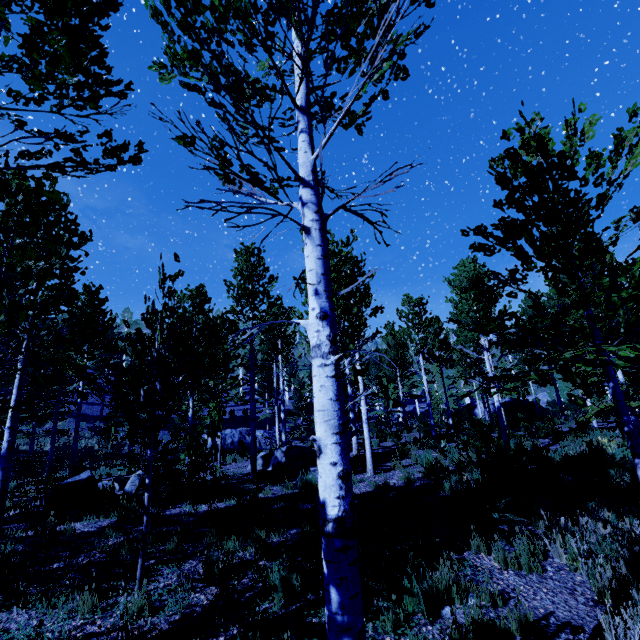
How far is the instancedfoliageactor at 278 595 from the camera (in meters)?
4.23

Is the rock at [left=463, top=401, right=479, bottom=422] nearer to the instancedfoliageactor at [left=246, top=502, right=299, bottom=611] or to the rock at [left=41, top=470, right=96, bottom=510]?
the instancedfoliageactor at [left=246, top=502, right=299, bottom=611]

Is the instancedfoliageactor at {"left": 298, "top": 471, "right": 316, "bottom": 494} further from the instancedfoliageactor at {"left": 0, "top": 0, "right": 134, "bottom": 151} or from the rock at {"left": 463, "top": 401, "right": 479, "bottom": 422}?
the rock at {"left": 463, "top": 401, "right": 479, "bottom": 422}

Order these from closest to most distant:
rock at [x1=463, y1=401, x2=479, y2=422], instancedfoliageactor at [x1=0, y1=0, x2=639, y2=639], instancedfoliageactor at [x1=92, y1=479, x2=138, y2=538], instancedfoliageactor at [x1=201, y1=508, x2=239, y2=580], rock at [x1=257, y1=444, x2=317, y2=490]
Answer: instancedfoliageactor at [x1=0, y1=0, x2=639, y2=639]
instancedfoliageactor at [x1=201, y1=508, x2=239, y2=580]
instancedfoliageactor at [x1=92, y1=479, x2=138, y2=538]
rock at [x1=257, y1=444, x2=317, y2=490]
rock at [x1=463, y1=401, x2=479, y2=422]

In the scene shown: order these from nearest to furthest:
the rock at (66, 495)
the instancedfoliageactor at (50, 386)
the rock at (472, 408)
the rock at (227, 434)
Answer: the instancedfoliageactor at (50, 386) → the rock at (66, 495) → the rock at (227, 434) → the rock at (472, 408)

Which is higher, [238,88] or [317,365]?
[238,88]

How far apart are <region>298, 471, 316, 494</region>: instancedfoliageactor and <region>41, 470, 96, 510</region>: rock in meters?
5.8 m

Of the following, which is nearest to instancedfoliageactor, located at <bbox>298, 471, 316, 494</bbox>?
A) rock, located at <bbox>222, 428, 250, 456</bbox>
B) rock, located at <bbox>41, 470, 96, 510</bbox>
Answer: rock, located at <bbox>41, 470, 96, 510</bbox>
